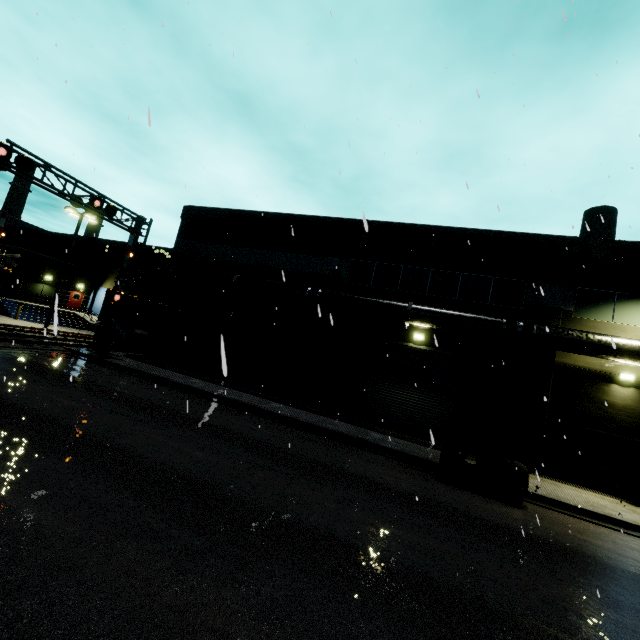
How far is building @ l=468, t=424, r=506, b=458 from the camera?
14.66m

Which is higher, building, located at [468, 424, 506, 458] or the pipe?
the pipe

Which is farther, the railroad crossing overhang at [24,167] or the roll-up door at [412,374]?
the roll-up door at [412,374]

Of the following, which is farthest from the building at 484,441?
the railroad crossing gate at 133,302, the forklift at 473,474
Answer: the forklift at 473,474

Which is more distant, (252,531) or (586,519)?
(586,519)

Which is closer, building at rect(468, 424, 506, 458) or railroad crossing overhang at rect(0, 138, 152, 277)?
railroad crossing overhang at rect(0, 138, 152, 277)

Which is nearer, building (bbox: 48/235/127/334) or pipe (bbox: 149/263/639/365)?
pipe (bbox: 149/263/639/365)

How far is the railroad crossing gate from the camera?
17.9 meters
